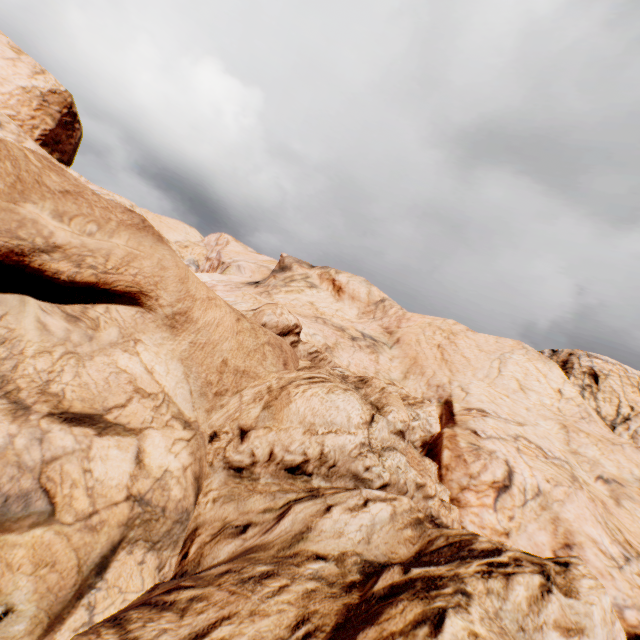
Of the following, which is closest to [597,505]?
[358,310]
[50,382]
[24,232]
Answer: [50,382]
